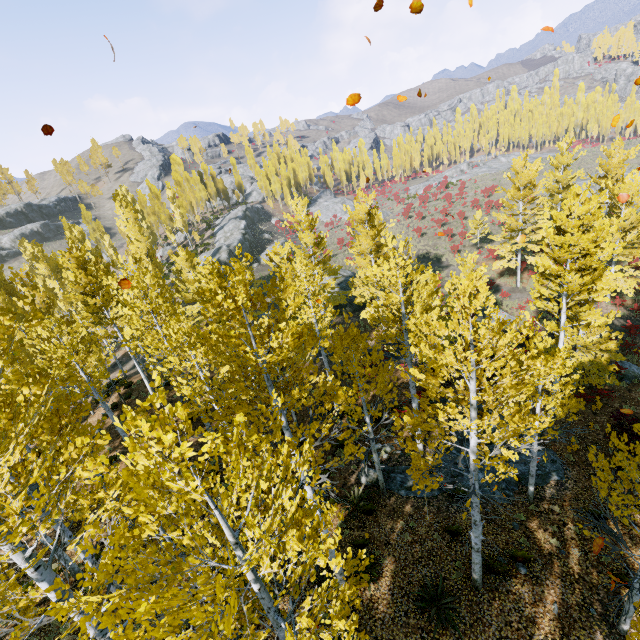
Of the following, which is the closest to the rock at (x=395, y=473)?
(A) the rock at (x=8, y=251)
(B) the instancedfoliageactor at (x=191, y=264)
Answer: (B) the instancedfoliageactor at (x=191, y=264)

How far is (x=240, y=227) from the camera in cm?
5369

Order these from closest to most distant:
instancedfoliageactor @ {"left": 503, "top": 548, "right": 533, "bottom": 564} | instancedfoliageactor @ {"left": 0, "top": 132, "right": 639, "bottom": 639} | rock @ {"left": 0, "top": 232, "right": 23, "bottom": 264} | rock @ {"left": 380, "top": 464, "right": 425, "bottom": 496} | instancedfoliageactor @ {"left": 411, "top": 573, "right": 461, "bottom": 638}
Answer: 1. instancedfoliageactor @ {"left": 0, "top": 132, "right": 639, "bottom": 639}
2. instancedfoliageactor @ {"left": 411, "top": 573, "right": 461, "bottom": 638}
3. instancedfoliageactor @ {"left": 503, "top": 548, "right": 533, "bottom": 564}
4. rock @ {"left": 380, "top": 464, "right": 425, "bottom": 496}
5. rock @ {"left": 0, "top": 232, "right": 23, "bottom": 264}

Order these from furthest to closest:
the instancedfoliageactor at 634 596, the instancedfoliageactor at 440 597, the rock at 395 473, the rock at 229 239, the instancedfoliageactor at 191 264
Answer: the rock at 229 239 < the rock at 395 473 < the instancedfoliageactor at 440 597 < the instancedfoliageactor at 634 596 < the instancedfoliageactor at 191 264

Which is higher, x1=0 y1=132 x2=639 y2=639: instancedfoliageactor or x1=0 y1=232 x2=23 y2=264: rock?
x1=0 y1=232 x2=23 y2=264: rock

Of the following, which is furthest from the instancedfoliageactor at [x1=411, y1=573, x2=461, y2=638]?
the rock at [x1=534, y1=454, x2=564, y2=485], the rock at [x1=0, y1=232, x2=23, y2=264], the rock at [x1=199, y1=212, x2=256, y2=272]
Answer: the rock at [x1=0, y1=232, x2=23, y2=264]

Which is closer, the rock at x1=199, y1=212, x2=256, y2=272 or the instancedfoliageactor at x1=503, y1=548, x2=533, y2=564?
the instancedfoliageactor at x1=503, y1=548, x2=533, y2=564

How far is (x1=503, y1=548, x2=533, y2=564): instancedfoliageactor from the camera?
9.48m
